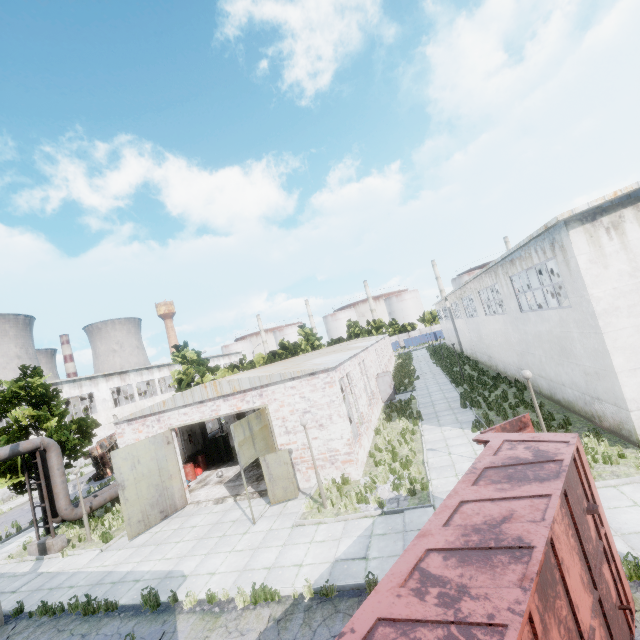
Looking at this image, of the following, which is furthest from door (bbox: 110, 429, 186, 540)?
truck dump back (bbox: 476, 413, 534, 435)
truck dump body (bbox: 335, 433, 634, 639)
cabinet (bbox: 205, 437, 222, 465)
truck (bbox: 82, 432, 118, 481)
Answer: truck (bbox: 82, 432, 118, 481)

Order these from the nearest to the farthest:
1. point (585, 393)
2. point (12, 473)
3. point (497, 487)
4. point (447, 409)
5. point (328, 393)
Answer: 1. point (497, 487)
2. point (585, 393)
3. point (328, 393)
4. point (12, 473)
5. point (447, 409)

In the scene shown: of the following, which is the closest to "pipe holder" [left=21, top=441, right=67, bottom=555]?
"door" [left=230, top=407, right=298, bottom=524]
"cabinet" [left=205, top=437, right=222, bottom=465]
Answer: "cabinet" [left=205, top=437, right=222, bottom=465]

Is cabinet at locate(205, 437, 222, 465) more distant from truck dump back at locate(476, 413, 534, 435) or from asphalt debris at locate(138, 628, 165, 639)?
truck dump back at locate(476, 413, 534, 435)

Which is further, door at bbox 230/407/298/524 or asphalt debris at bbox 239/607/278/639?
door at bbox 230/407/298/524

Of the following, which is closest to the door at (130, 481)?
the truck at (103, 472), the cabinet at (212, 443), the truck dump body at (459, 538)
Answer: the cabinet at (212, 443)

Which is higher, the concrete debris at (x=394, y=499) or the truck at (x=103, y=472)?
the truck at (x=103, y=472)

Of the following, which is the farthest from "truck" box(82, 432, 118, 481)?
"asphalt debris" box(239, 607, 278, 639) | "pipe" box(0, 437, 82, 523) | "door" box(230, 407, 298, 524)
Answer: "asphalt debris" box(239, 607, 278, 639)
